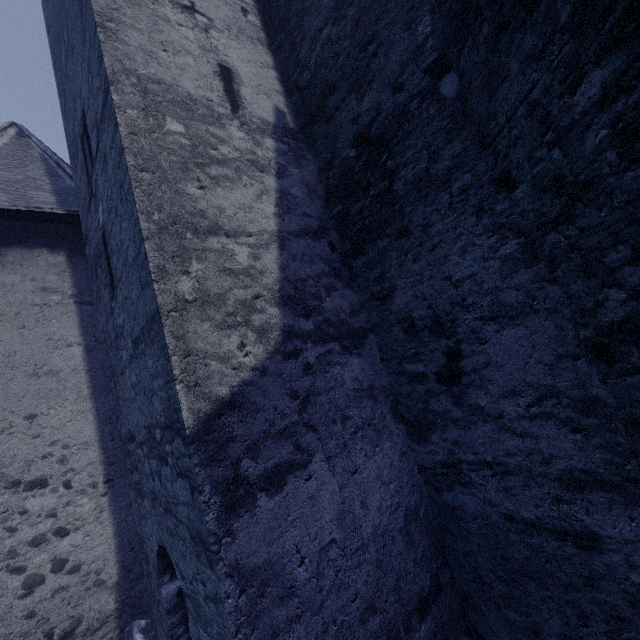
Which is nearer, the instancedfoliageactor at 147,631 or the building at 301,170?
the building at 301,170

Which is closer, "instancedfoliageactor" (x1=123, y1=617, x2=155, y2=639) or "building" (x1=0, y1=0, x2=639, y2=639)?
"building" (x1=0, y1=0, x2=639, y2=639)

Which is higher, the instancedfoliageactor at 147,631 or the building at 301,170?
the building at 301,170

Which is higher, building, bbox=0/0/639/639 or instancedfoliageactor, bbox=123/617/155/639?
building, bbox=0/0/639/639

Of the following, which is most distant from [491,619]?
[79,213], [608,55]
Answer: [79,213]
